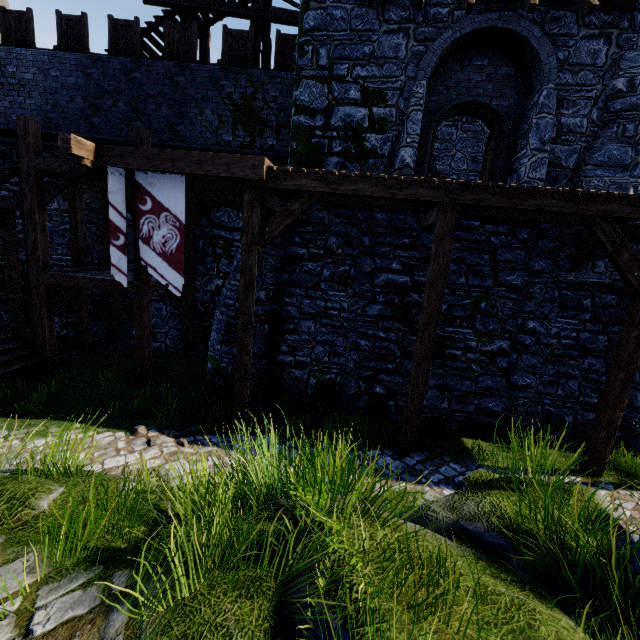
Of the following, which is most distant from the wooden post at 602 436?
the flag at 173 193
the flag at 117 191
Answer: the flag at 117 191

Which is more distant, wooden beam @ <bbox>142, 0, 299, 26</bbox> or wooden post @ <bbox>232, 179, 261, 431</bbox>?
wooden beam @ <bbox>142, 0, 299, 26</bbox>

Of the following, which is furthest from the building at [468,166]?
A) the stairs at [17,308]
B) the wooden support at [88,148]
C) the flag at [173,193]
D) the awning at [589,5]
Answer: the stairs at [17,308]

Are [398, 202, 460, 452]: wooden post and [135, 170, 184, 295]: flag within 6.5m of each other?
yes

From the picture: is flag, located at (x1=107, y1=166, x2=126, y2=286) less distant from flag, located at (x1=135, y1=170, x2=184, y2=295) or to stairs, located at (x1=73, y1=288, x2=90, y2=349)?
flag, located at (x1=135, y1=170, x2=184, y2=295)

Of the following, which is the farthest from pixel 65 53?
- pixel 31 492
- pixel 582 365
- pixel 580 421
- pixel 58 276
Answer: pixel 580 421

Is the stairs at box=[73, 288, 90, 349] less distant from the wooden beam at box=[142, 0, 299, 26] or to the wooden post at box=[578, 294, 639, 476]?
the wooden beam at box=[142, 0, 299, 26]

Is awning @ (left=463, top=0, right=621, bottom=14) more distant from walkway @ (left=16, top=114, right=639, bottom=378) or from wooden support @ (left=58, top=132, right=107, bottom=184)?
wooden support @ (left=58, top=132, right=107, bottom=184)
